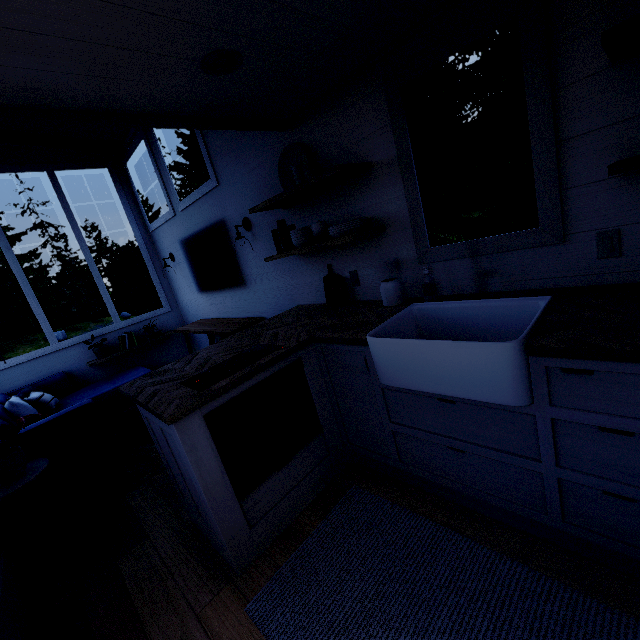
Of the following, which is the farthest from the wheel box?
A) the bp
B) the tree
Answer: the bp

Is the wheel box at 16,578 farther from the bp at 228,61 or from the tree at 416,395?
the bp at 228,61

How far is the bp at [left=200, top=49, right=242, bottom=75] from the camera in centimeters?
150cm

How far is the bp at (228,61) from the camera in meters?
1.5 m

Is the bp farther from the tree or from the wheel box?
the wheel box

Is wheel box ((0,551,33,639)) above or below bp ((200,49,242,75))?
below

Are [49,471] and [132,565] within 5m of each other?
yes
